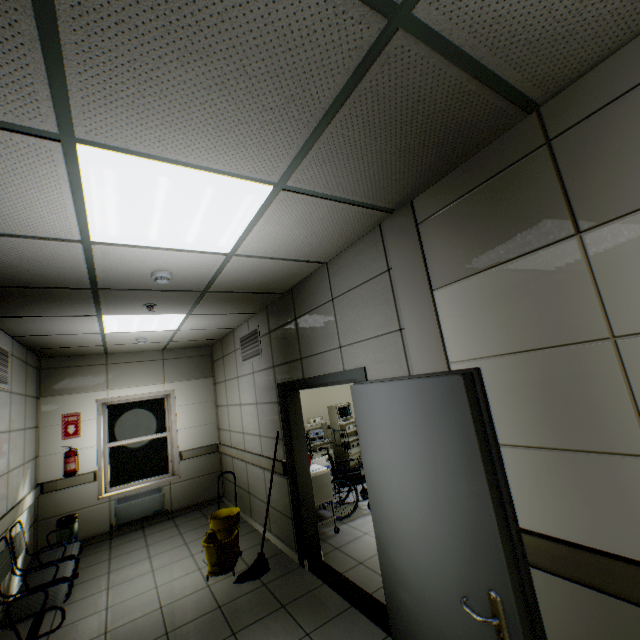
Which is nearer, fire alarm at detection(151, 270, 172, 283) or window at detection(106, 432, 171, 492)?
fire alarm at detection(151, 270, 172, 283)

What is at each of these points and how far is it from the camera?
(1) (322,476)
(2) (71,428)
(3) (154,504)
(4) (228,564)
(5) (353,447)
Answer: (1) cabinet, 4.62m
(2) sign, 5.75m
(3) radiator, 6.01m
(4) bottle, 3.88m
(5) health monitor, 7.80m

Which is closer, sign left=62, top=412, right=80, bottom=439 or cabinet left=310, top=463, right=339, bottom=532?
cabinet left=310, top=463, right=339, bottom=532

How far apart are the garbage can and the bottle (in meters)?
2.57

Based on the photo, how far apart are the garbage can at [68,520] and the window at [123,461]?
0.70m

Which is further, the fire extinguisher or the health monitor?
the health monitor

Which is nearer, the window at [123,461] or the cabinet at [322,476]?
the cabinet at [322,476]

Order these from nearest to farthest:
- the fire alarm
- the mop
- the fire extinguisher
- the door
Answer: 1. the door
2. the fire alarm
3. the mop
4. the fire extinguisher
